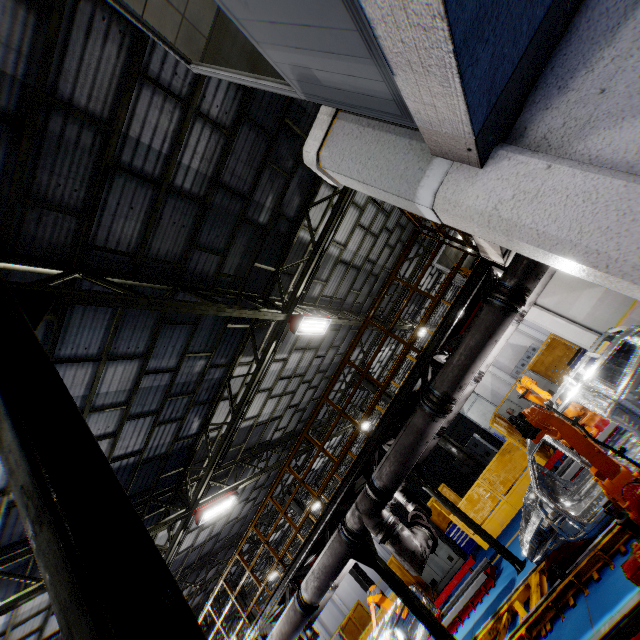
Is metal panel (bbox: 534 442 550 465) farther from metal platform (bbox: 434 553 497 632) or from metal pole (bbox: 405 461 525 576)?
metal pole (bbox: 405 461 525 576)

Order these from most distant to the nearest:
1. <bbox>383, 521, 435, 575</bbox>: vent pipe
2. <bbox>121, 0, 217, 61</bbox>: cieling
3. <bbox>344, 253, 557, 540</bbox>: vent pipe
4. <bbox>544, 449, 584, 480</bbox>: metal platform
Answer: <bbox>544, 449, 584, 480</bbox>: metal platform < <bbox>383, 521, 435, 575</bbox>: vent pipe < <bbox>344, 253, 557, 540</bbox>: vent pipe < <bbox>121, 0, 217, 61</bbox>: cieling

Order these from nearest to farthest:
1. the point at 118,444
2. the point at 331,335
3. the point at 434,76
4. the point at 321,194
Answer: the point at 434,76, the point at 118,444, the point at 321,194, the point at 331,335

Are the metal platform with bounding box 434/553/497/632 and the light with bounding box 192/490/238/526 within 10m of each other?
yes

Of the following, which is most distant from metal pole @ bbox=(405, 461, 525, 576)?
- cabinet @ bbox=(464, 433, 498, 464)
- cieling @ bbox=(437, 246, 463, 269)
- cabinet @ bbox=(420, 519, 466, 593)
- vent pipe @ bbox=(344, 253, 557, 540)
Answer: cabinet @ bbox=(464, 433, 498, 464)

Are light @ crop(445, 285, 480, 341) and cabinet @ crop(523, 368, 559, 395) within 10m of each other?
yes

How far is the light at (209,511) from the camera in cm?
1080

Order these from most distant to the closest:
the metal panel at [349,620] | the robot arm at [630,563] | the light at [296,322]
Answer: the metal panel at [349,620]
the light at [296,322]
the robot arm at [630,563]
